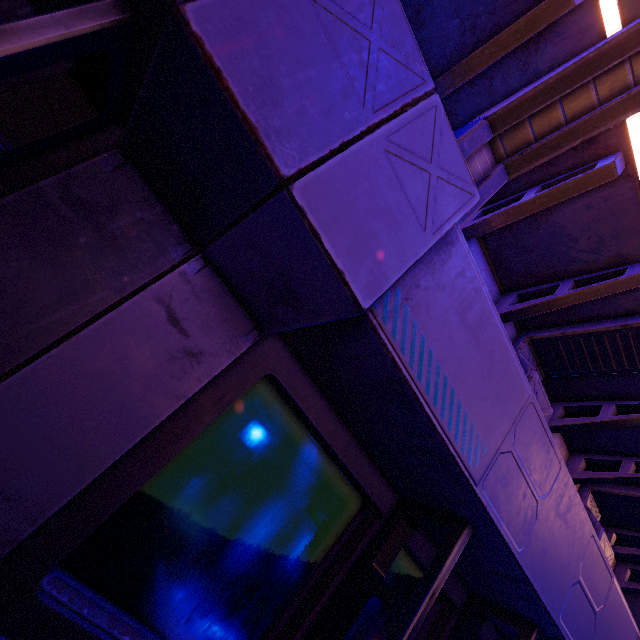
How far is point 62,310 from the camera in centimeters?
105cm
